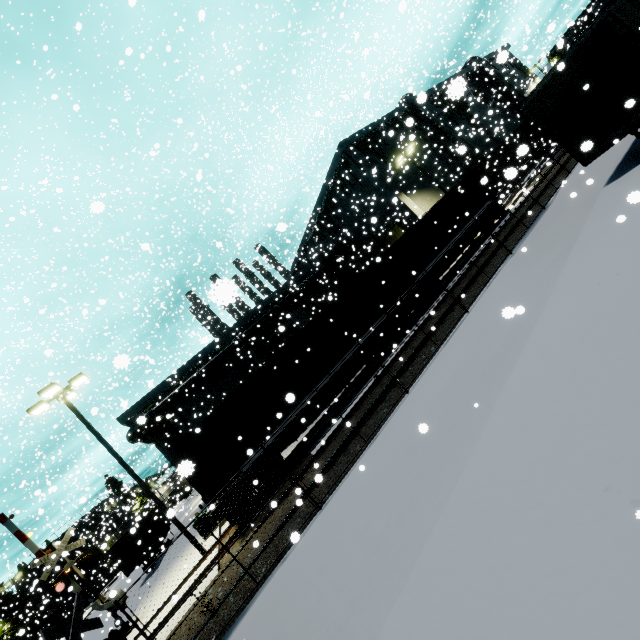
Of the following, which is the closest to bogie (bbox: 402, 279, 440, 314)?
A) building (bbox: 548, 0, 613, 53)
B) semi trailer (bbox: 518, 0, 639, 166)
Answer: building (bbox: 548, 0, 613, 53)

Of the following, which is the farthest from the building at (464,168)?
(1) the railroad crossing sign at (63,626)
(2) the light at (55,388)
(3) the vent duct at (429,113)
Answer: (2) the light at (55,388)

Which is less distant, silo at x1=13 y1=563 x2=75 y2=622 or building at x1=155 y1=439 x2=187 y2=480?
building at x1=155 y1=439 x2=187 y2=480

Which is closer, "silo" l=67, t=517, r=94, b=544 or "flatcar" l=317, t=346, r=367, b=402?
"flatcar" l=317, t=346, r=367, b=402

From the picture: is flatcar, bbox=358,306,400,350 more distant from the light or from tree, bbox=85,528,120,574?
tree, bbox=85,528,120,574

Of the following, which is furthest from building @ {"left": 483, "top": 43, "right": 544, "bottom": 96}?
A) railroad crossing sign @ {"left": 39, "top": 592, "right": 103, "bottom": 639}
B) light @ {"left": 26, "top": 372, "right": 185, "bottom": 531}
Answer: light @ {"left": 26, "top": 372, "right": 185, "bottom": 531}

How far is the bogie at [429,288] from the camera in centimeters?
1805cm

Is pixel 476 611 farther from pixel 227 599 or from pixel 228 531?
pixel 228 531
